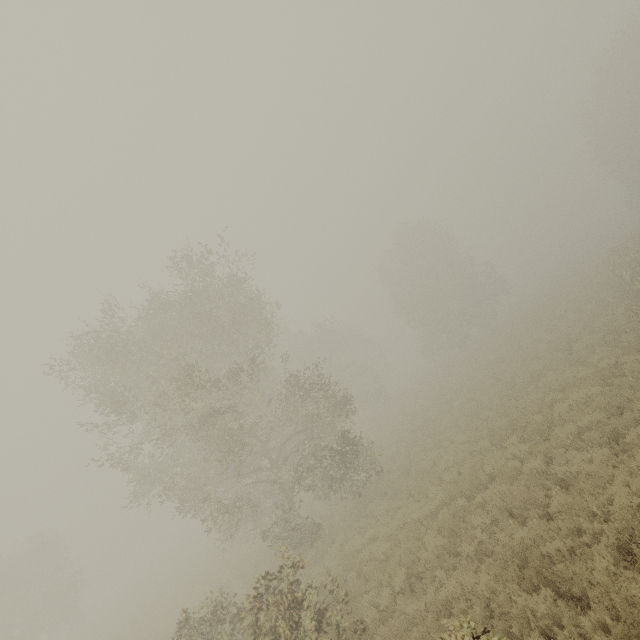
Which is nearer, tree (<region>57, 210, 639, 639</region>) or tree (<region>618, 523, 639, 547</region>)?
tree (<region>618, 523, 639, 547</region>)

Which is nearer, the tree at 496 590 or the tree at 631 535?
the tree at 631 535

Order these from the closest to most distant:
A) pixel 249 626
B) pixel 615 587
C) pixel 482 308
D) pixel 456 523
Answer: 1. pixel 615 587
2. pixel 249 626
3. pixel 456 523
4. pixel 482 308
